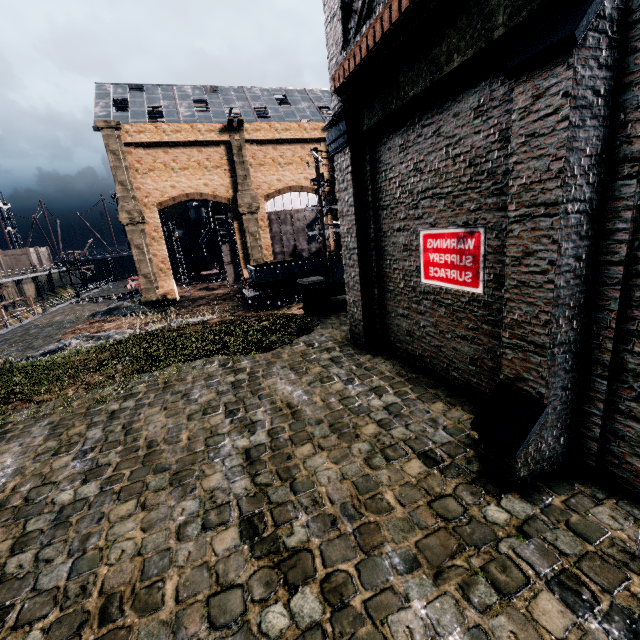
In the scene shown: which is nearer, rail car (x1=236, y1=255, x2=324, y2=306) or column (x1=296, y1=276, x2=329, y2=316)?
column (x1=296, y1=276, x2=329, y2=316)

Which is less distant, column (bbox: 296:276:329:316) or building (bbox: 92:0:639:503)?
building (bbox: 92:0:639:503)

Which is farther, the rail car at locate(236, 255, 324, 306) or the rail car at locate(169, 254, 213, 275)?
the rail car at locate(169, 254, 213, 275)

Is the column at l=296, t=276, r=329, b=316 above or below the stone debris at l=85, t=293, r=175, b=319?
above

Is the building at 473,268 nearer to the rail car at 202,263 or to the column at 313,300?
the rail car at 202,263

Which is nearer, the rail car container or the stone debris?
the rail car container

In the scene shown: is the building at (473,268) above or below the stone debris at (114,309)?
above

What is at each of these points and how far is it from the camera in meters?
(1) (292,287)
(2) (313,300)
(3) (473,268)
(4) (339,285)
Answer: (1) rail car, 31.0 m
(2) column, 14.9 m
(3) building, 6.1 m
(4) rail car container, 16.9 m
